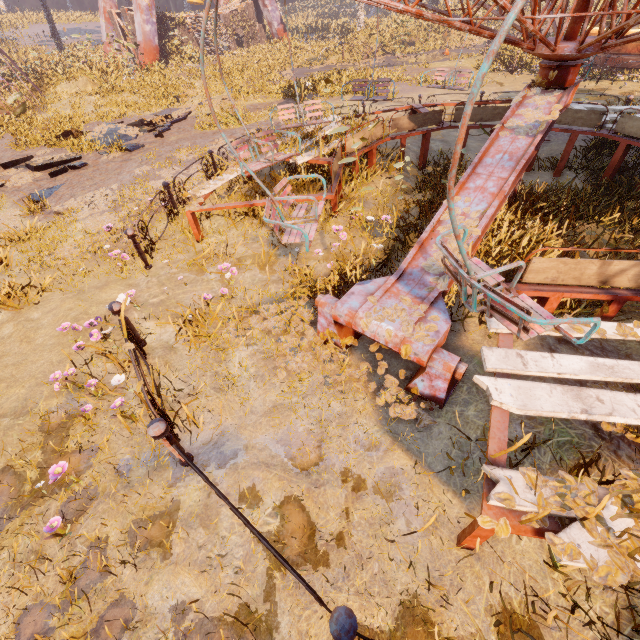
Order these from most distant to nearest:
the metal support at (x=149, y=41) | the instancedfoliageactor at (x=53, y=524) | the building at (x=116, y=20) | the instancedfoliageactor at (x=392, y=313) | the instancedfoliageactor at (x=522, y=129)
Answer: the building at (x=116, y=20), the metal support at (x=149, y=41), the instancedfoliageactor at (x=522, y=129), the instancedfoliageactor at (x=392, y=313), the instancedfoliageactor at (x=53, y=524)

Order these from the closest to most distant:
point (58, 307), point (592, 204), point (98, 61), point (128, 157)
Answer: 1. point (58, 307)
2. point (592, 204)
3. point (128, 157)
4. point (98, 61)

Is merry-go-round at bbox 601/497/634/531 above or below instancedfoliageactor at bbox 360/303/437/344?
above

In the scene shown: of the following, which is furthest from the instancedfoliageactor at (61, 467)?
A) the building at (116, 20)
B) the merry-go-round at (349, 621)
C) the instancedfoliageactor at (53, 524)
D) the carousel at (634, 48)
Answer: the building at (116, 20)

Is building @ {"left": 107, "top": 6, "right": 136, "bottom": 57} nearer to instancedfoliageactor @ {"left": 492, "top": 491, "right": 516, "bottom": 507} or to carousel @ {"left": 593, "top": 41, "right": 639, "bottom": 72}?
carousel @ {"left": 593, "top": 41, "right": 639, "bottom": 72}

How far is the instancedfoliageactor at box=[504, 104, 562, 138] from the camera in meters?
4.5 m

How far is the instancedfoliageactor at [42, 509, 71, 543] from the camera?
2.7 meters

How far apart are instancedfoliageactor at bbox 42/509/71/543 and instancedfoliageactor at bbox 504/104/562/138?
6.9m
